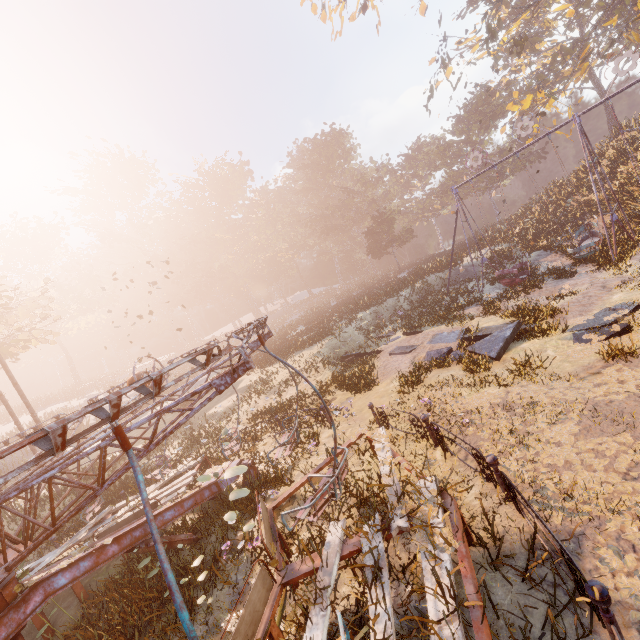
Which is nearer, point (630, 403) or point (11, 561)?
point (11, 561)

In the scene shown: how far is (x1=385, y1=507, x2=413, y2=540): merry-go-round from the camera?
4.3 meters

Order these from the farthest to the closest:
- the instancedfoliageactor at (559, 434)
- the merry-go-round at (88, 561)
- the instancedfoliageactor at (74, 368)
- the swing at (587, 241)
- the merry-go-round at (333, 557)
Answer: the instancedfoliageactor at (74, 368)
the swing at (587, 241)
the instancedfoliageactor at (559, 434)
the merry-go-round at (333, 557)
the merry-go-round at (88, 561)

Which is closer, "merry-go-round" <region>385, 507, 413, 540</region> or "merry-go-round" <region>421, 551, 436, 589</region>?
"merry-go-round" <region>421, 551, 436, 589</region>

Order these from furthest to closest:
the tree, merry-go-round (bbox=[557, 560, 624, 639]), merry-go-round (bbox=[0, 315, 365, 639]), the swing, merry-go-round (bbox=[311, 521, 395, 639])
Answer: the tree → the swing → merry-go-round (bbox=[311, 521, 395, 639]) → merry-go-round (bbox=[557, 560, 624, 639]) → merry-go-round (bbox=[0, 315, 365, 639])

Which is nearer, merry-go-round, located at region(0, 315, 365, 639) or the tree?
merry-go-round, located at region(0, 315, 365, 639)

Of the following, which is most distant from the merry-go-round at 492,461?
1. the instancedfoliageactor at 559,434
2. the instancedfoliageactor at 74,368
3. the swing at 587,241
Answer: the instancedfoliageactor at 74,368
